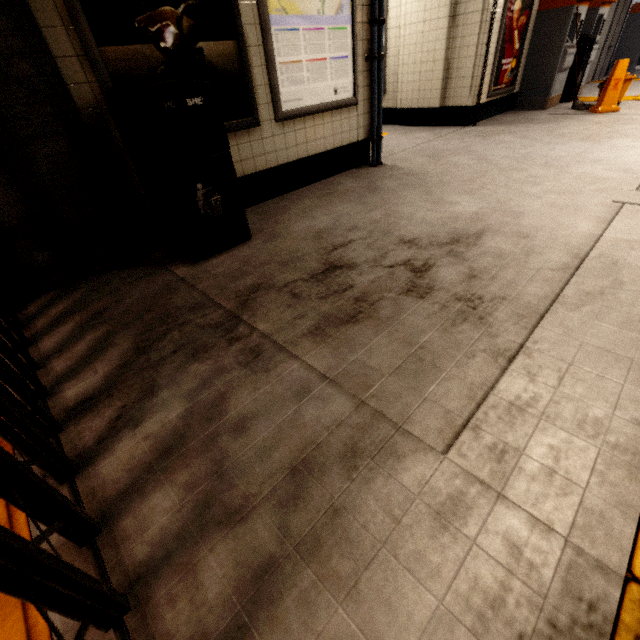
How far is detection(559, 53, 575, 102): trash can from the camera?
7.09m

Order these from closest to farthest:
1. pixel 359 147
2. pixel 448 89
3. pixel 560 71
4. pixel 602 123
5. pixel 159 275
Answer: pixel 159 275, pixel 359 147, pixel 602 123, pixel 448 89, pixel 560 71

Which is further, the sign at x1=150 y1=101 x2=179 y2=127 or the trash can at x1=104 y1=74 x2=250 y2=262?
the sign at x1=150 y1=101 x2=179 y2=127

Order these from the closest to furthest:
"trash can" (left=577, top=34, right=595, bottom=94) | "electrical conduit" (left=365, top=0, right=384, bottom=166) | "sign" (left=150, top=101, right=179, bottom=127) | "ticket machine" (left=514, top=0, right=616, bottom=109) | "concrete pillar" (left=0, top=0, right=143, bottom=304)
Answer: "concrete pillar" (left=0, top=0, right=143, bottom=304), "sign" (left=150, top=101, right=179, bottom=127), "electrical conduit" (left=365, top=0, right=384, bottom=166), "ticket machine" (left=514, top=0, right=616, bottom=109), "trash can" (left=577, top=34, right=595, bottom=94)

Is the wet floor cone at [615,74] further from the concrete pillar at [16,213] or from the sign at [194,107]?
the concrete pillar at [16,213]

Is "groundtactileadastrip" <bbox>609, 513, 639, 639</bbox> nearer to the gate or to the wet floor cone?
the gate

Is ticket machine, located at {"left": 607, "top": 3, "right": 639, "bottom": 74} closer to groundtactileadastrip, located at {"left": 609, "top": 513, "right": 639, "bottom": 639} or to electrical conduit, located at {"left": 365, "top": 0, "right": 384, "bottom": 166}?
groundtactileadastrip, located at {"left": 609, "top": 513, "right": 639, "bottom": 639}

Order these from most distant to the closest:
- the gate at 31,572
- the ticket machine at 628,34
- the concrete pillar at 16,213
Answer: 1. the ticket machine at 628,34
2. the concrete pillar at 16,213
3. the gate at 31,572
